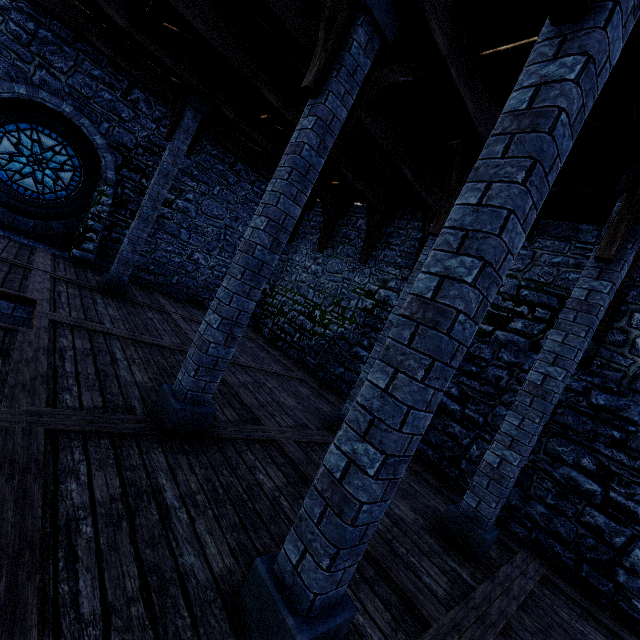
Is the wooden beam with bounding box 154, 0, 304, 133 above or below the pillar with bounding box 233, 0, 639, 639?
above

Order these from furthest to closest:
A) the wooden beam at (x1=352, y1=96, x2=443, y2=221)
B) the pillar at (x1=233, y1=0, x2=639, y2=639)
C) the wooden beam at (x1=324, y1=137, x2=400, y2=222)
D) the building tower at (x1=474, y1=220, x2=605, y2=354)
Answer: the wooden beam at (x1=324, y1=137, x2=400, y2=222)
the building tower at (x1=474, y1=220, x2=605, y2=354)
the wooden beam at (x1=352, y1=96, x2=443, y2=221)
the pillar at (x1=233, y1=0, x2=639, y2=639)

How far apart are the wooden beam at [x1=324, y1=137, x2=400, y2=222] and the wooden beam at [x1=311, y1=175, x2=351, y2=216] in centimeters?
185cm

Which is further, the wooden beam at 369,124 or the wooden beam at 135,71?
the wooden beam at 135,71

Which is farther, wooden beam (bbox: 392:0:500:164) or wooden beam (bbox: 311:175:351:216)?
wooden beam (bbox: 311:175:351:216)

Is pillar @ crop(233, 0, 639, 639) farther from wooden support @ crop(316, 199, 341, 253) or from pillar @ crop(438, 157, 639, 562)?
wooden support @ crop(316, 199, 341, 253)

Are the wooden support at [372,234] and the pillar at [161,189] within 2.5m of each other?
no

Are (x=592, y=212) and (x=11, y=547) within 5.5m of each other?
no
